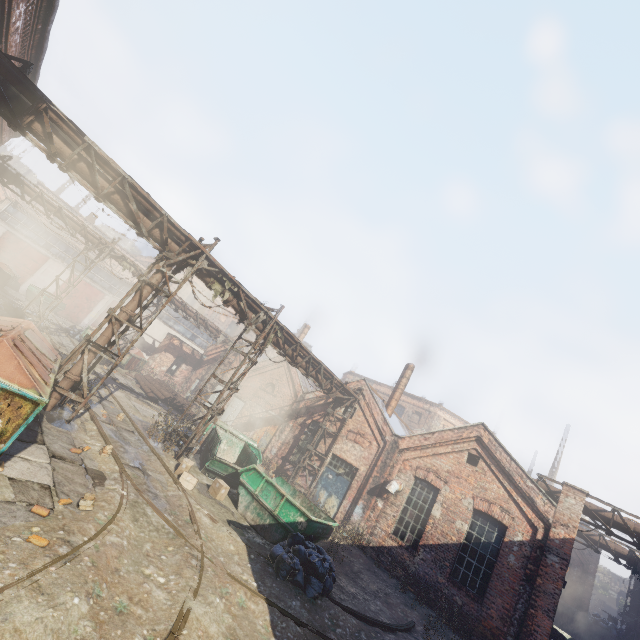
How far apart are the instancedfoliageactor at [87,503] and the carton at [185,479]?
4.0m

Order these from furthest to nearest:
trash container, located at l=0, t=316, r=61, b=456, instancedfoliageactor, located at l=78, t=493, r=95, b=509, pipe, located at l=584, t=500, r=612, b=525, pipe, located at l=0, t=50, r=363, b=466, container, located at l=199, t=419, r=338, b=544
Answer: pipe, located at l=584, t=500, r=612, b=525 < container, located at l=199, t=419, r=338, b=544 < pipe, located at l=0, t=50, r=363, b=466 < instancedfoliageactor, located at l=78, t=493, r=95, b=509 < trash container, located at l=0, t=316, r=61, b=456

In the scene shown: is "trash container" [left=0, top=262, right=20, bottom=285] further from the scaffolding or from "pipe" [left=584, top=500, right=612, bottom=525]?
"pipe" [left=584, top=500, right=612, bottom=525]

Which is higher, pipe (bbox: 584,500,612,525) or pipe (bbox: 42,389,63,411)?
pipe (bbox: 584,500,612,525)

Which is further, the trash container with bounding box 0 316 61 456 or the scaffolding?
the scaffolding

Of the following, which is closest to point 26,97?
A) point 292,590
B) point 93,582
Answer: point 93,582

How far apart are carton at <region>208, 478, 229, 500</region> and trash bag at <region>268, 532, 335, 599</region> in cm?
251

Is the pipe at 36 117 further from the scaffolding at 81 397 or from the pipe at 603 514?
the pipe at 603 514
